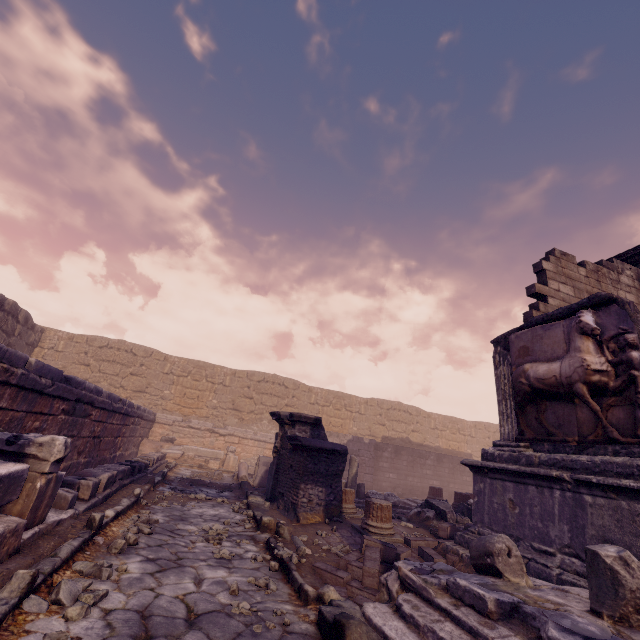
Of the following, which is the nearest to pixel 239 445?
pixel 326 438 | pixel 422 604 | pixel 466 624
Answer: pixel 326 438

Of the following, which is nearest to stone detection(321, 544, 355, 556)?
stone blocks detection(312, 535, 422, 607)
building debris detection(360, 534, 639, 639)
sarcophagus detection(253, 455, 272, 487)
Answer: A: stone blocks detection(312, 535, 422, 607)

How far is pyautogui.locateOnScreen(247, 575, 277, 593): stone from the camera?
3.37m

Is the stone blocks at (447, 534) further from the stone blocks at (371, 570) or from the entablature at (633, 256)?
the entablature at (633, 256)

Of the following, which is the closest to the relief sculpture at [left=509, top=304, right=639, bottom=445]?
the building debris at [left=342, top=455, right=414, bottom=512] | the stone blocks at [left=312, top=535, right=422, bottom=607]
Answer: the stone blocks at [left=312, top=535, right=422, bottom=607]

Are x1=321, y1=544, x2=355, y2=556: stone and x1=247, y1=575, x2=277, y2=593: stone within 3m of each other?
yes

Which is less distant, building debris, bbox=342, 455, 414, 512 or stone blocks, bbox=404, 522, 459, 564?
stone blocks, bbox=404, 522, 459, 564

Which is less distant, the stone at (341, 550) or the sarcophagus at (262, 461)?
the stone at (341, 550)
